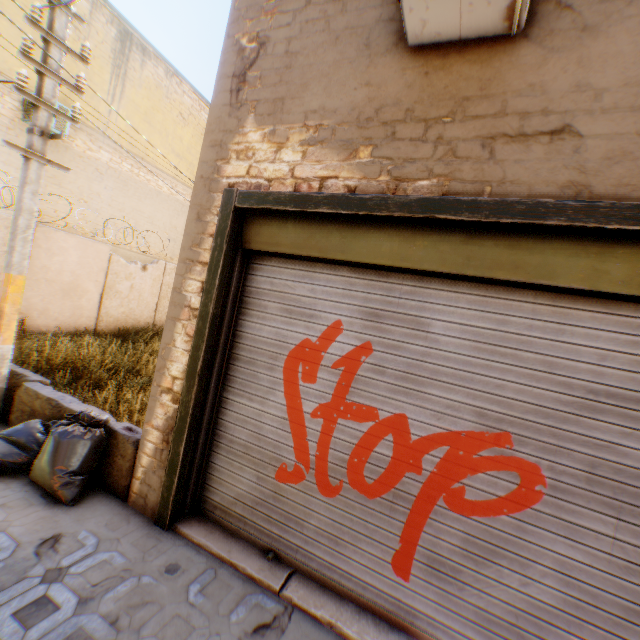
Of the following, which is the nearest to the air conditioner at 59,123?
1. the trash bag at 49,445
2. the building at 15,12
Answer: the building at 15,12

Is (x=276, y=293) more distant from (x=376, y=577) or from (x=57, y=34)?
(x=57, y=34)

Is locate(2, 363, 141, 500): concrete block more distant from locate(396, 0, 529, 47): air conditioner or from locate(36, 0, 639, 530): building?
locate(396, 0, 529, 47): air conditioner

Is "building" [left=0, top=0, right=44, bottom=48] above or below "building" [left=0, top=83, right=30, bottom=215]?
above

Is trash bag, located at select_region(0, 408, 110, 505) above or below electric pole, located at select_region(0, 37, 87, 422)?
below

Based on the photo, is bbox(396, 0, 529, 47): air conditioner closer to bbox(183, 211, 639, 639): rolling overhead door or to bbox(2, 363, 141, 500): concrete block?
bbox(183, 211, 639, 639): rolling overhead door

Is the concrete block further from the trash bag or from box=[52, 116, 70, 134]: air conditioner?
box=[52, 116, 70, 134]: air conditioner

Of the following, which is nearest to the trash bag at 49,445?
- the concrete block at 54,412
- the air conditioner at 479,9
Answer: the concrete block at 54,412
